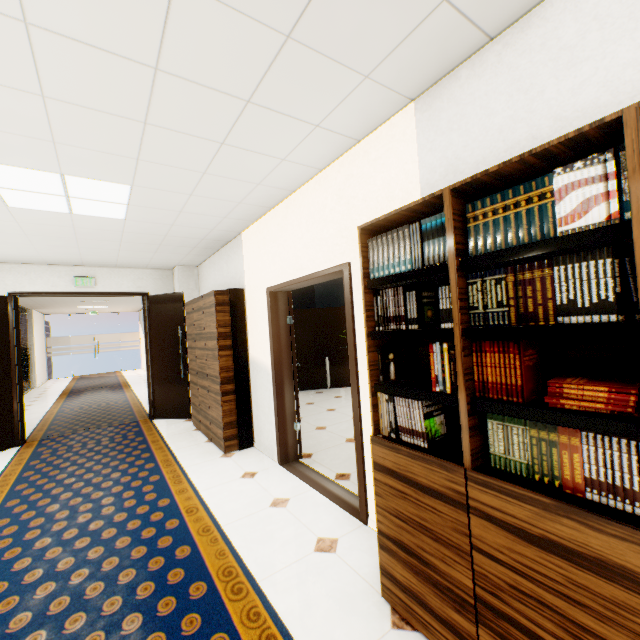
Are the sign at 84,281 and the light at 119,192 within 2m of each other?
no

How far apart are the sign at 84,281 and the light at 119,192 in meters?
2.9

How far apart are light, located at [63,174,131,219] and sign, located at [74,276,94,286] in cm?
288

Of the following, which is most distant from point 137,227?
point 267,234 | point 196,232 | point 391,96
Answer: point 391,96

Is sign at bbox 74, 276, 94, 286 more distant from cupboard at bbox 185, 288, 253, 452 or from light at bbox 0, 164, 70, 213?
light at bbox 0, 164, 70, 213

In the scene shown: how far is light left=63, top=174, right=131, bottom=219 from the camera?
2.8m

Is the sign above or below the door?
above

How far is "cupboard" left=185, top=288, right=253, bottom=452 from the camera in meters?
4.3
